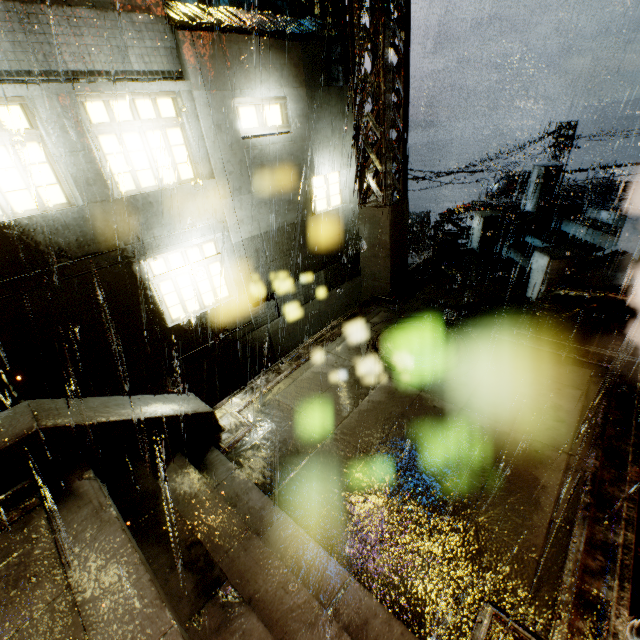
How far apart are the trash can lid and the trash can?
0.03m

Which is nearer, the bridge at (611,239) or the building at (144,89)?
the building at (144,89)

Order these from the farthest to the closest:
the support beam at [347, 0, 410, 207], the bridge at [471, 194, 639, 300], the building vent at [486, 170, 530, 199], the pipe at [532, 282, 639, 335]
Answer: the building vent at [486, 170, 530, 199] → the bridge at [471, 194, 639, 300] → the support beam at [347, 0, 410, 207] → the pipe at [532, 282, 639, 335]

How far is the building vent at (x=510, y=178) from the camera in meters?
23.4

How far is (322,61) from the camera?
8.6m

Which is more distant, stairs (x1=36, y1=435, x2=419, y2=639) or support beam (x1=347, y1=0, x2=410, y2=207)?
support beam (x1=347, y1=0, x2=410, y2=207)

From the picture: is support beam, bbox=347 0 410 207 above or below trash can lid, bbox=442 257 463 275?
above

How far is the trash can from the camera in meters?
11.7
